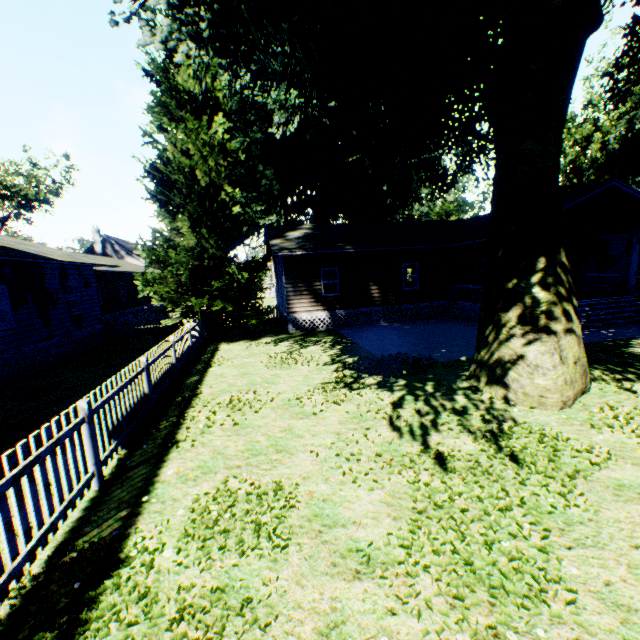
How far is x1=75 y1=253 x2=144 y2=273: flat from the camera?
Result: 23.3m

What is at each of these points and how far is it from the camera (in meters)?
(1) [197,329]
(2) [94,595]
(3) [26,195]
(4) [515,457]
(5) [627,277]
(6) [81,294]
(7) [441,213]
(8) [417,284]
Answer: (1) fence, 15.59
(2) plant, 3.39
(3) tree, 40.38
(4) plant, 5.28
(5) house, 22.08
(6) house, 17.14
(7) plant, 58.38
(8) house, 19.58

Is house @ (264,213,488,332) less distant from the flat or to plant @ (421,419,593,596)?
plant @ (421,419,593,596)

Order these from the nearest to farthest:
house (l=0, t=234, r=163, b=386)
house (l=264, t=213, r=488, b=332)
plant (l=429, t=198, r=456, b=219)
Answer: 1. house (l=0, t=234, r=163, b=386)
2. house (l=264, t=213, r=488, b=332)
3. plant (l=429, t=198, r=456, b=219)

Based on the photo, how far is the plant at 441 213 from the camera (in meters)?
57.95

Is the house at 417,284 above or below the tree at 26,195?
below

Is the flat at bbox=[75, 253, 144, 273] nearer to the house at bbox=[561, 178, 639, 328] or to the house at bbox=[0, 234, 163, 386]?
the house at bbox=[0, 234, 163, 386]

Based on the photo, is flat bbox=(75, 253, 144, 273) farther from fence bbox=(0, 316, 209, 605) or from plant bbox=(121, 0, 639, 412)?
plant bbox=(121, 0, 639, 412)
